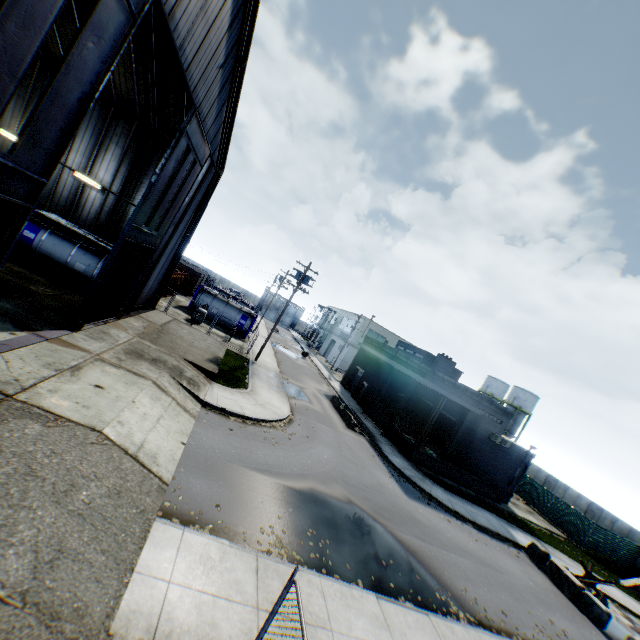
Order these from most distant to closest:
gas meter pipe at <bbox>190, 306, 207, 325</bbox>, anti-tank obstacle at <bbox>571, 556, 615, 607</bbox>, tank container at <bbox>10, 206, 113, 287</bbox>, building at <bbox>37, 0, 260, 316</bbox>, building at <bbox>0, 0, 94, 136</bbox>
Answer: gas meter pipe at <bbox>190, 306, 207, 325</bbox>, tank container at <bbox>10, 206, 113, 287</bbox>, anti-tank obstacle at <bbox>571, 556, 615, 607</bbox>, building at <bbox>0, 0, 94, 136</bbox>, building at <bbox>37, 0, 260, 316</bbox>

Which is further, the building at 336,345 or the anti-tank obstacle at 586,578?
the building at 336,345

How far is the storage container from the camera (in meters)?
32.35

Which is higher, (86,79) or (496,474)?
(86,79)

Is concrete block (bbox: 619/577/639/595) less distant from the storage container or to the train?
the storage container

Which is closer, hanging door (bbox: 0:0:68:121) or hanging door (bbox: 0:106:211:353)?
hanging door (bbox: 0:0:68:121)

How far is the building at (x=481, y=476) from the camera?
24.9m

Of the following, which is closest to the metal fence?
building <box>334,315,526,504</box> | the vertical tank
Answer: building <box>334,315,526,504</box>
